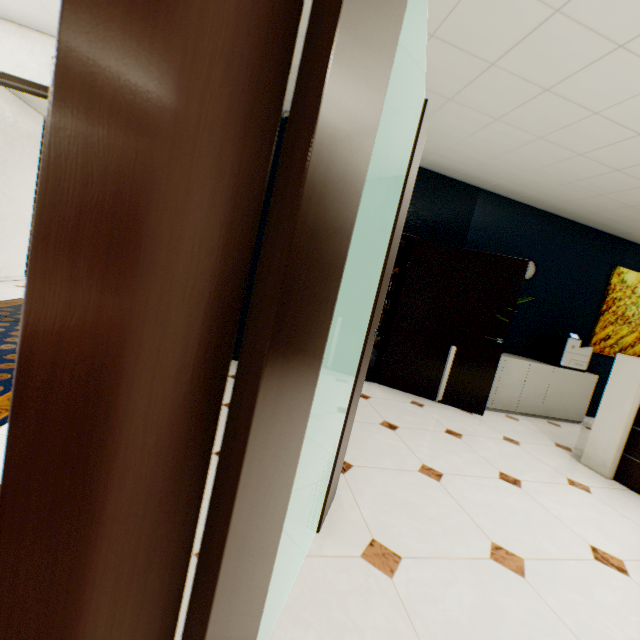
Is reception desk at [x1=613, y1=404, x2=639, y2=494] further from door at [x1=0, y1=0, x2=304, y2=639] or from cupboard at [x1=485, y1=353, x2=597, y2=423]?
door at [x1=0, y1=0, x2=304, y2=639]

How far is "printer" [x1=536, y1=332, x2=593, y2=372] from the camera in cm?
467

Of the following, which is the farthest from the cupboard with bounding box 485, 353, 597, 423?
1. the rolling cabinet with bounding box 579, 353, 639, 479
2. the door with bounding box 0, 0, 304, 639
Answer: the door with bounding box 0, 0, 304, 639

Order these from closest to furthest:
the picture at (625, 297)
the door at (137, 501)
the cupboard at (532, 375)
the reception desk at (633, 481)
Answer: the door at (137, 501), the reception desk at (633, 481), the cupboard at (532, 375), the picture at (625, 297)

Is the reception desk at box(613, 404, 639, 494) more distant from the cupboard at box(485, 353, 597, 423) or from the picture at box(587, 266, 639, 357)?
the cupboard at box(485, 353, 597, 423)

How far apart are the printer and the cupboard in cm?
5

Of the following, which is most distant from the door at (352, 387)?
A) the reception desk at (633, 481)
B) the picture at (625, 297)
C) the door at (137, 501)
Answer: the picture at (625, 297)

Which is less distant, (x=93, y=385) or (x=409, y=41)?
(x=93, y=385)
